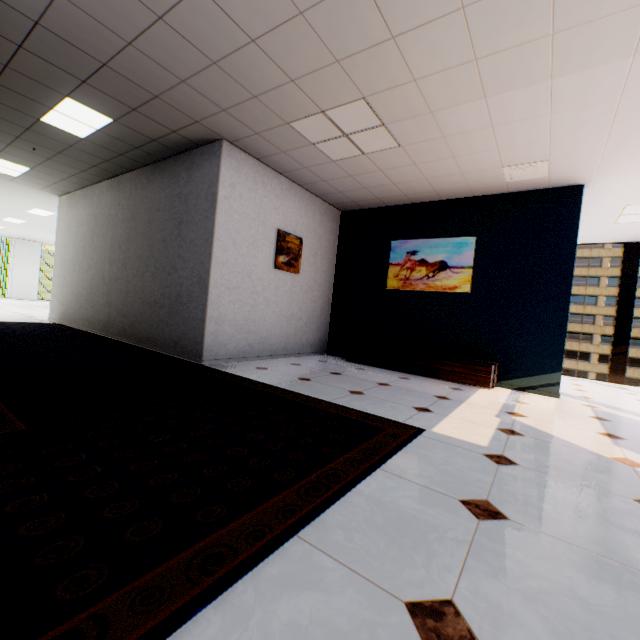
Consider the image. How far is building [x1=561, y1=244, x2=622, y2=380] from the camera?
56.4 meters

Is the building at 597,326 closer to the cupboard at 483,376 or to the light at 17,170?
the cupboard at 483,376

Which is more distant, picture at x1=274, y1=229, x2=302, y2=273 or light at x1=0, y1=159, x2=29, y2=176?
light at x1=0, y1=159, x2=29, y2=176

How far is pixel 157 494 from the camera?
1.37m

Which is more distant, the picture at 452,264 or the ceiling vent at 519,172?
the picture at 452,264

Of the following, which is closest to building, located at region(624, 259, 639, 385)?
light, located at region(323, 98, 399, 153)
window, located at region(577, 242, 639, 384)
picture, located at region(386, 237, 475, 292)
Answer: window, located at region(577, 242, 639, 384)

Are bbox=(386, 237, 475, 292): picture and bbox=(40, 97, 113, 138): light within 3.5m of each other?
no

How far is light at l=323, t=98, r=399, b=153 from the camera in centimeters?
333cm
